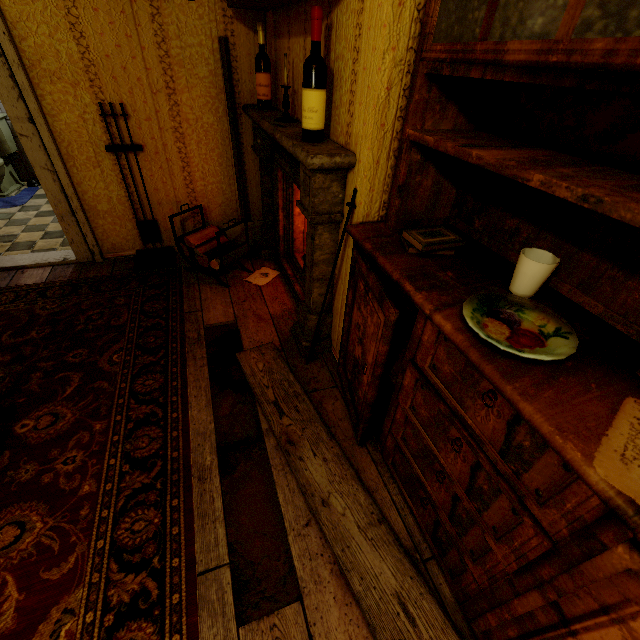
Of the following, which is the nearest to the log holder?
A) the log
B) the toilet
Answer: the log

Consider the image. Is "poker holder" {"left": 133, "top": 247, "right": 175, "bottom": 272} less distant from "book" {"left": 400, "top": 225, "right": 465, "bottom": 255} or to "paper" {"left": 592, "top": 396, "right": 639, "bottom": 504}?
"book" {"left": 400, "top": 225, "right": 465, "bottom": 255}

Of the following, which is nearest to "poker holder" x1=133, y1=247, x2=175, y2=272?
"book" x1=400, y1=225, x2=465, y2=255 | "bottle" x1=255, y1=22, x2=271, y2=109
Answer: "bottle" x1=255, y1=22, x2=271, y2=109

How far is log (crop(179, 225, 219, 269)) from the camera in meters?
2.7 m

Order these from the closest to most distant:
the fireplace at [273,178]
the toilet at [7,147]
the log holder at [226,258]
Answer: the fireplace at [273,178]
the log holder at [226,258]
the toilet at [7,147]

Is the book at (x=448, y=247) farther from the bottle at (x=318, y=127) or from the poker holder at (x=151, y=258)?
the poker holder at (x=151, y=258)

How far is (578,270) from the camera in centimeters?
106cm

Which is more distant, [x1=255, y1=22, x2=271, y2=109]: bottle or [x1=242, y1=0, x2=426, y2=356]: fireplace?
[x1=255, y1=22, x2=271, y2=109]: bottle
